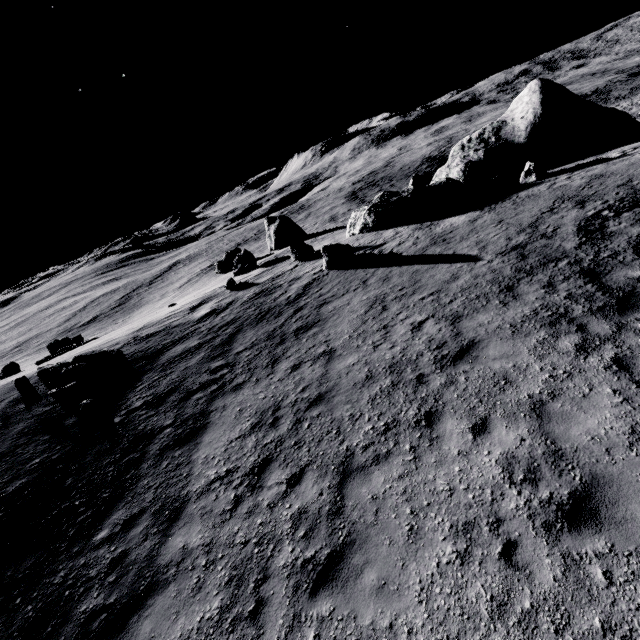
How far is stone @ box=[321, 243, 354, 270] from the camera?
16.8 meters

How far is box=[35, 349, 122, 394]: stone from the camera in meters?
13.8

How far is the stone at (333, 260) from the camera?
16.81m

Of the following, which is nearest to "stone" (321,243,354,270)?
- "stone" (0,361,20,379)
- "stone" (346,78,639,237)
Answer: "stone" (346,78,639,237)

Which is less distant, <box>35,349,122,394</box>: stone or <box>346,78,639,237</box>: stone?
<box>35,349,122,394</box>: stone

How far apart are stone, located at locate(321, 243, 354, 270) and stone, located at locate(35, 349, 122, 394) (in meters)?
11.22

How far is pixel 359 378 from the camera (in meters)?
9.19

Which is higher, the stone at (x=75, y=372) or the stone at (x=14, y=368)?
the stone at (x=75, y=372)
